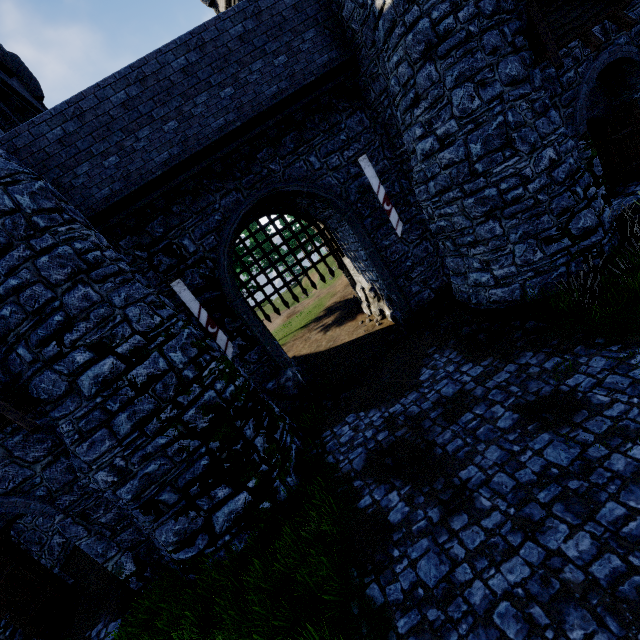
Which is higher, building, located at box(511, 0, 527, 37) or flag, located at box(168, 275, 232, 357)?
building, located at box(511, 0, 527, 37)

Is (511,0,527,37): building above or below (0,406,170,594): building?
above

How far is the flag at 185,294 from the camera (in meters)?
9.25

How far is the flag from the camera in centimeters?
925cm

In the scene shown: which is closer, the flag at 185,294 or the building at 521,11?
the building at 521,11

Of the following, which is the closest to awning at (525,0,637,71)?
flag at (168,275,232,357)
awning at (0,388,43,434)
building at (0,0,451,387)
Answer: → building at (0,0,451,387)

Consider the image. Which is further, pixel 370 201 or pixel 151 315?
pixel 370 201
